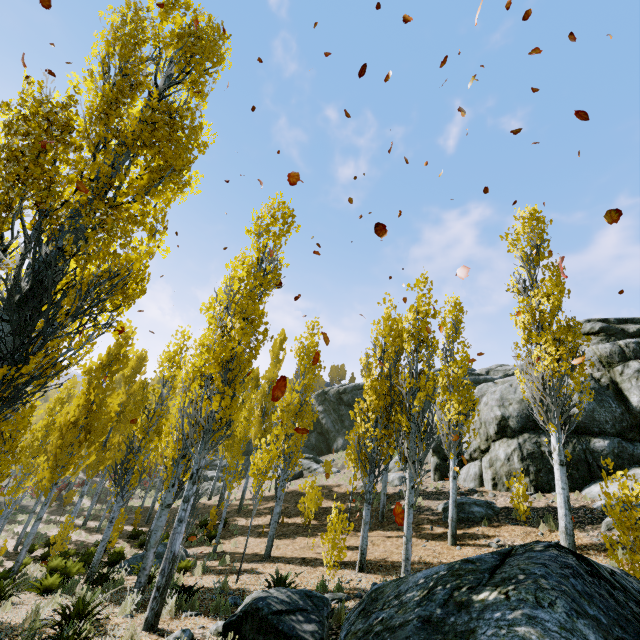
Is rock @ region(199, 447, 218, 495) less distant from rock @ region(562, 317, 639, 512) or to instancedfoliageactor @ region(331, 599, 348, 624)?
instancedfoliageactor @ region(331, 599, 348, 624)

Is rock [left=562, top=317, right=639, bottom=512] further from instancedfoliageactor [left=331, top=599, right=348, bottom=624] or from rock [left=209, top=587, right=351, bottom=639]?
rock [left=209, top=587, right=351, bottom=639]

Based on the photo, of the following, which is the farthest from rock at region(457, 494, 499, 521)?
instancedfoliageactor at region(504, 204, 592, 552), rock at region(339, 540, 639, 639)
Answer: rock at region(339, 540, 639, 639)

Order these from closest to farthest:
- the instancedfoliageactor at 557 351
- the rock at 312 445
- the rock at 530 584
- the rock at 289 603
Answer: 1. the rock at 530 584
2. the rock at 289 603
3. the instancedfoliageactor at 557 351
4. the rock at 312 445

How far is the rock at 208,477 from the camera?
30.6 meters

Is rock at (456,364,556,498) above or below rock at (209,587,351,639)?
above

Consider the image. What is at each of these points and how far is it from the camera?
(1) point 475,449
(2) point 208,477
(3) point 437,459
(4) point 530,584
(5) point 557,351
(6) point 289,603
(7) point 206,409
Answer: (1) rock, 18.4 meters
(2) rock, 32.7 meters
(3) rock, 20.2 meters
(4) rock, 3.7 meters
(5) instancedfoliageactor, 10.8 meters
(6) rock, 5.3 meters
(7) instancedfoliageactor, 7.4 meters

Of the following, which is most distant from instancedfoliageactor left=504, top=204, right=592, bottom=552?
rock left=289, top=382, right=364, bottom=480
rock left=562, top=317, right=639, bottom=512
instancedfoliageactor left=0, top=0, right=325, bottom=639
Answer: rock left=289, top=382, right=364, bottom=480
